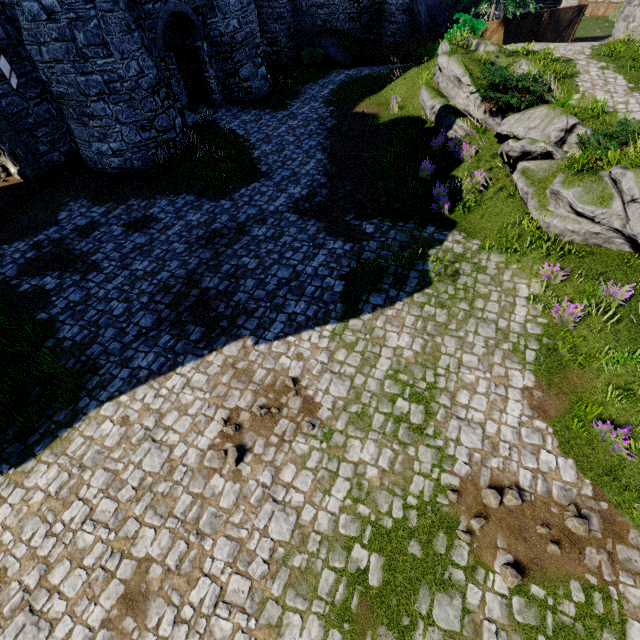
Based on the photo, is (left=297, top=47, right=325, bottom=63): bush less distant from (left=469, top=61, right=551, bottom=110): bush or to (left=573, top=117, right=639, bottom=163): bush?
(left=469, top=61, right=551, bottom=110): bush

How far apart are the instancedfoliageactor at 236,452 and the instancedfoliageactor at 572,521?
5.7m

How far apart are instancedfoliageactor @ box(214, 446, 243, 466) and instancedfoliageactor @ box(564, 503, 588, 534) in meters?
5.7

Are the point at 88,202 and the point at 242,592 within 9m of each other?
no

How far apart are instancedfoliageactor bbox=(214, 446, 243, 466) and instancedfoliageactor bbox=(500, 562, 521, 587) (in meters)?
4.66

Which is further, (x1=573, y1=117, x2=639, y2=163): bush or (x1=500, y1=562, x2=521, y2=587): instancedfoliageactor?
(x1=573, y1=117, x2=639, y2=163): bush

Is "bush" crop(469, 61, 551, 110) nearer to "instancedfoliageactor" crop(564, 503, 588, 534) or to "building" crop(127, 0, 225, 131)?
"instancedfoliageactor" crop(564, 503, 588, 534)

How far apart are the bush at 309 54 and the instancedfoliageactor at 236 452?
25.39m
